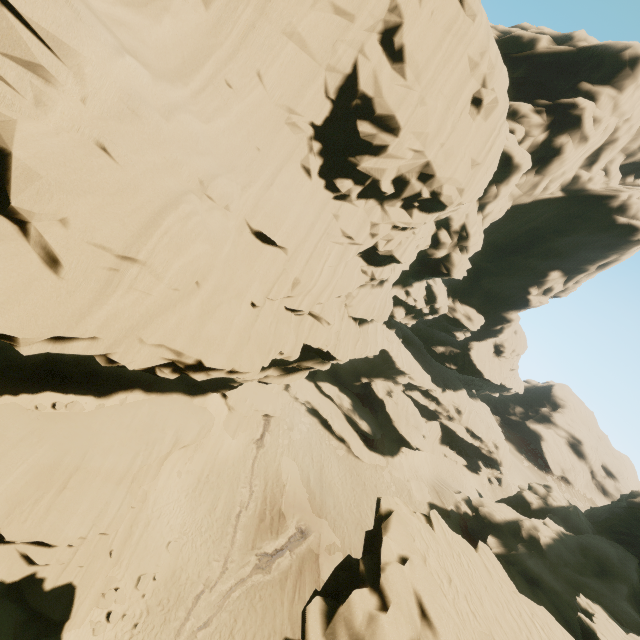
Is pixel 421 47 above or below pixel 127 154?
above

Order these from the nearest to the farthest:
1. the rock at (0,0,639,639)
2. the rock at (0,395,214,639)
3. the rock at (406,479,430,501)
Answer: the rock at (0,0,639,639) → the rock at (0,395,214,639) → the rock at (406,479,430,501)

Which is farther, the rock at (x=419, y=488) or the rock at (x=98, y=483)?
the rock at (x=419, y=488)

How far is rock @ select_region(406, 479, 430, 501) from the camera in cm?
3425

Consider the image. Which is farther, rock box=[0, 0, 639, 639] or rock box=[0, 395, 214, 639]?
rock box=[0, 395, 214, 639]
